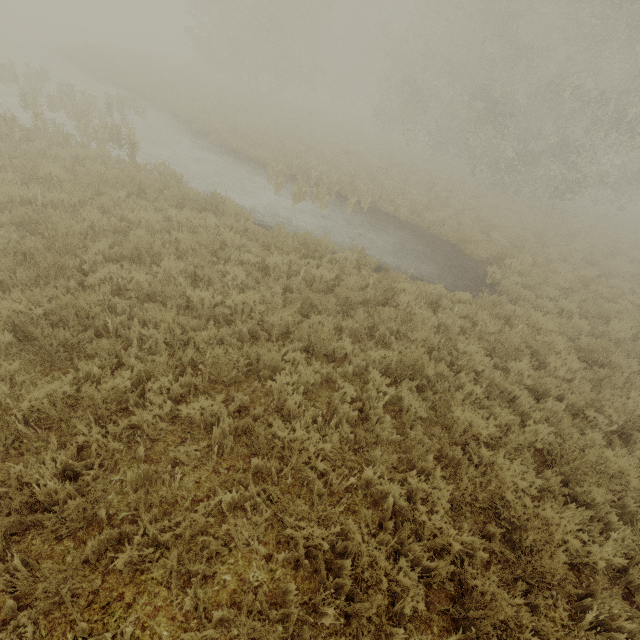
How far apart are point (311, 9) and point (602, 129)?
22.31m
